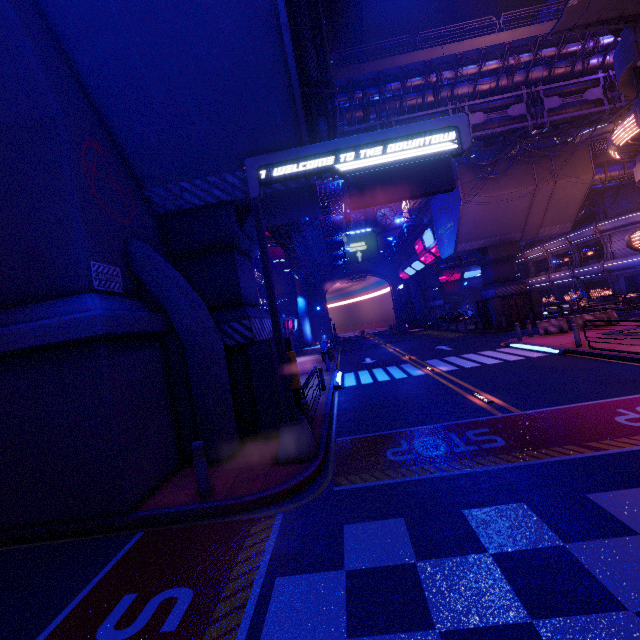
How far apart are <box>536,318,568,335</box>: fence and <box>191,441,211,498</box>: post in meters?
21.1 m

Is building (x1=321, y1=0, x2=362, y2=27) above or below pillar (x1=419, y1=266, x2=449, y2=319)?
above

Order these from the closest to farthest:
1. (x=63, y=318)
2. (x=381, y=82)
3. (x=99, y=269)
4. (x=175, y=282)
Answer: (x=63, y=318) < (x=99, y=269) < (x=175, y=282) < (x=381, y=82)

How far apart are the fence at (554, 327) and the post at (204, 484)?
21.1 meters

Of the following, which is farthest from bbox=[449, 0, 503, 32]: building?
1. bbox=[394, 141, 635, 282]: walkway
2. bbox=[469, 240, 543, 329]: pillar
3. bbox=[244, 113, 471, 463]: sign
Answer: bbox=[244, 113, 471, 463]: sign

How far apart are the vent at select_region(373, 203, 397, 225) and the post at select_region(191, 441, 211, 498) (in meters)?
58.28

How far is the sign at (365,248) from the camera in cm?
5700

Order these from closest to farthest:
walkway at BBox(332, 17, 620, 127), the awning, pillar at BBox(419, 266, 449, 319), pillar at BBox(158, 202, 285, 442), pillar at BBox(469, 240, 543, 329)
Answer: pillar at BBox(158, 202, 285, 442), the awning, walkway at BBox(332, 17, 620, 127), pillar at BBox(469, 240, 543, 329), pillar at BBox(419, 266, 449, 319)
